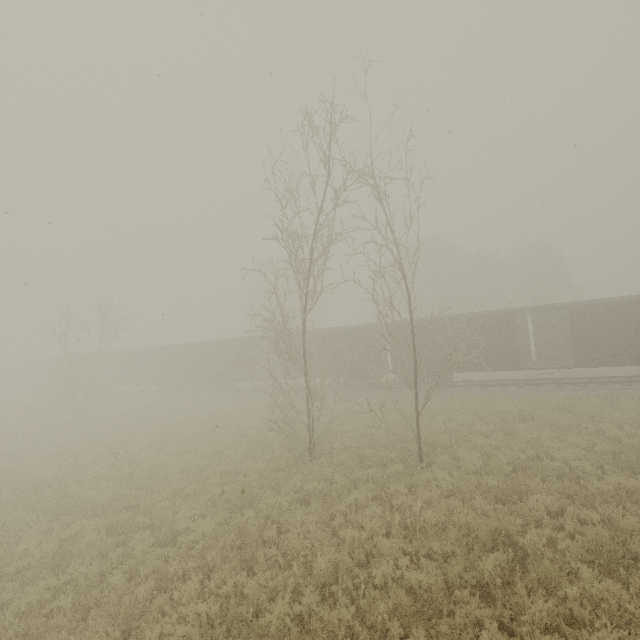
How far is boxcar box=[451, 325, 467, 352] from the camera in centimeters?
2108cm

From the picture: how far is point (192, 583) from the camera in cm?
633

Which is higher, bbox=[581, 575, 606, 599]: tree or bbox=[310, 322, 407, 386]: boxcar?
bbox=[310, 322, 407, 386]: boxcar

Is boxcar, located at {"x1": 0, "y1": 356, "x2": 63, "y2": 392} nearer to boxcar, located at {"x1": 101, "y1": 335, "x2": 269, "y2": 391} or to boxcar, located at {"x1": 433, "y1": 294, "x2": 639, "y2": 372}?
boxcar, located at {"x1": 101, "y1": 335, "x2": 269, "y2": 391}

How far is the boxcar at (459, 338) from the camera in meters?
21.1

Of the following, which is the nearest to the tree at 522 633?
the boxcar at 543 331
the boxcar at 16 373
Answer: the boxcar at 543 331

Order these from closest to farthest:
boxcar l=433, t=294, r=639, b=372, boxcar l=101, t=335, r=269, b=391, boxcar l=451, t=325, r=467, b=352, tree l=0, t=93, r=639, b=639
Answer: tree l=0, t=93, r=639, b=639 < boxcar l=433, t=294, r=639, b=372 < boxcar l=451, t=325, r=467, b=352 < boxcar l=101, t=335, r=269, b=391
